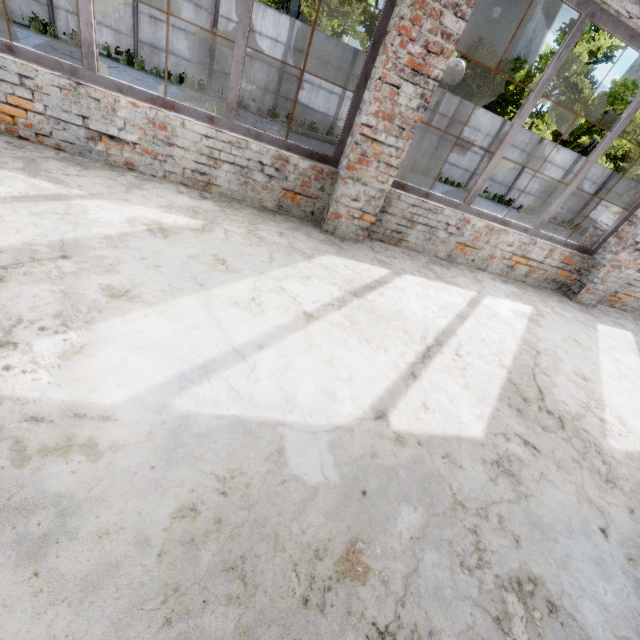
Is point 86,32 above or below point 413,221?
above

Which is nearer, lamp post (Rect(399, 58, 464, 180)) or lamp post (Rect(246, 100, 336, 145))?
lamp post (Rect(399, 58, 464, 180))

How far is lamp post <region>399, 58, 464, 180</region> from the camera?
4.6 meters

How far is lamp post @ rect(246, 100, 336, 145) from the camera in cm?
1409

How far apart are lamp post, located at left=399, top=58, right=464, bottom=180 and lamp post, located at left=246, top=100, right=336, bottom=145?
10.2m

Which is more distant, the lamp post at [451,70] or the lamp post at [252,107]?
the lamp post at [252,107]

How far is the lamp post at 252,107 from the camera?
14.1m

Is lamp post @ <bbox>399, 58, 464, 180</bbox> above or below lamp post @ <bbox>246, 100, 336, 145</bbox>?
above
